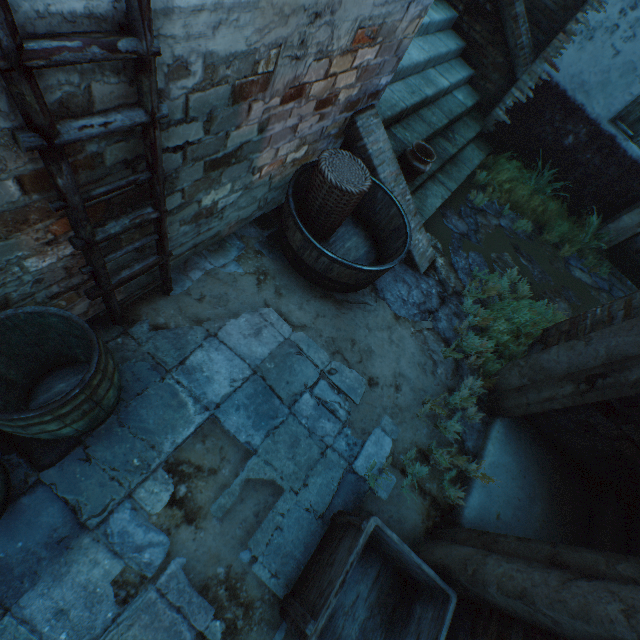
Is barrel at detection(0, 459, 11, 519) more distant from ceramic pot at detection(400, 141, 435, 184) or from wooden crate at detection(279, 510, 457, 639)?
ceramic pot at detection(400, 141, 435, 184)

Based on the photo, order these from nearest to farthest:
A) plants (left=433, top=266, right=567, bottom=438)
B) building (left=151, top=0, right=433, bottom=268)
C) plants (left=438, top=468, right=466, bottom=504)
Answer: building (left=151, top=0, right=433, bottom=268)
plants (left=438, top=468, right=466, bottom=504)
plants (left=433, top=266, right=567, bottom=438)

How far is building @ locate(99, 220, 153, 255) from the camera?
2.0m

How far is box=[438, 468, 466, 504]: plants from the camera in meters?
2.8

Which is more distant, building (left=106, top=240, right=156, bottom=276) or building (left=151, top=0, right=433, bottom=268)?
building (left=106, top=240, right=156, bottom=276)

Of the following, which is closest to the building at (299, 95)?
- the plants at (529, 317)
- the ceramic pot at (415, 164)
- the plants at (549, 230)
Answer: the plants at (529, 317)

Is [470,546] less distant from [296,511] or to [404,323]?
[296,511]

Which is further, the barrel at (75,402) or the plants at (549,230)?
the plants at (549,230)
